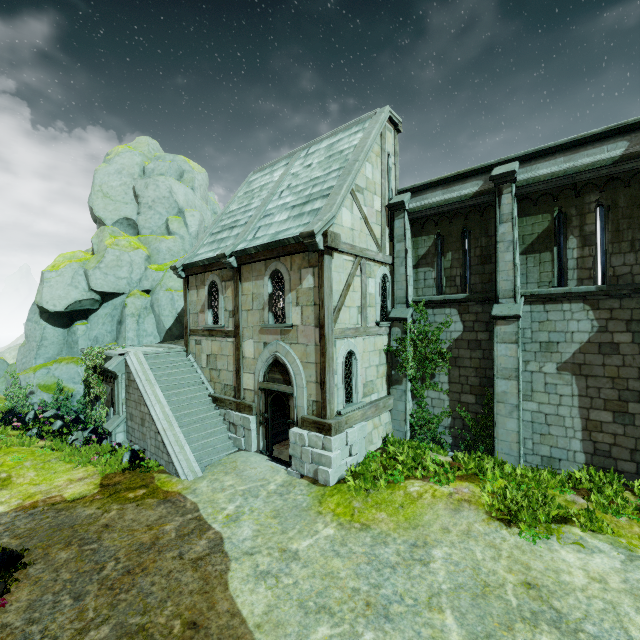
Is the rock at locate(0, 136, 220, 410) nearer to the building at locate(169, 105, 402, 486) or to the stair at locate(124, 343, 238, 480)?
the stair at locate(124, 343, 238, 480)

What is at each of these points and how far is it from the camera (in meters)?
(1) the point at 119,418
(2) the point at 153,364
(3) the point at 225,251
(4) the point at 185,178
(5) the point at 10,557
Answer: (1) stone column, 12.89
(2) stair, 13.62
(3) building, 11.98
(4) rock, 24.36
(5) plant, 6.55

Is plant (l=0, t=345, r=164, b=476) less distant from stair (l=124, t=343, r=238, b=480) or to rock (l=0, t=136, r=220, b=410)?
stair (l=124, t=343, r=238, b=480)

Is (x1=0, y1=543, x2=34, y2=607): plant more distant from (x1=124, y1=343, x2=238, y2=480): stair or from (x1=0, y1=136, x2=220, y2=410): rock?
(x1=0, y1=136, x2=220, y2=410): rock

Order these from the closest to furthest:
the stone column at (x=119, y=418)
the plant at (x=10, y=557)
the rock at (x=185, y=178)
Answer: the plant at (x=10, y=557)
the stone column at (x=119, y=418)
the rock at (x=185, y=178)

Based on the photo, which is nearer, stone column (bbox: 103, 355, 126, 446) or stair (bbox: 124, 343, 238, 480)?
stair (bbox: 124, 343, 238, 480)

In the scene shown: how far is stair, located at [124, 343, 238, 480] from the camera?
11.0m

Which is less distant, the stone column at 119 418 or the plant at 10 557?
the plant at 10 557
